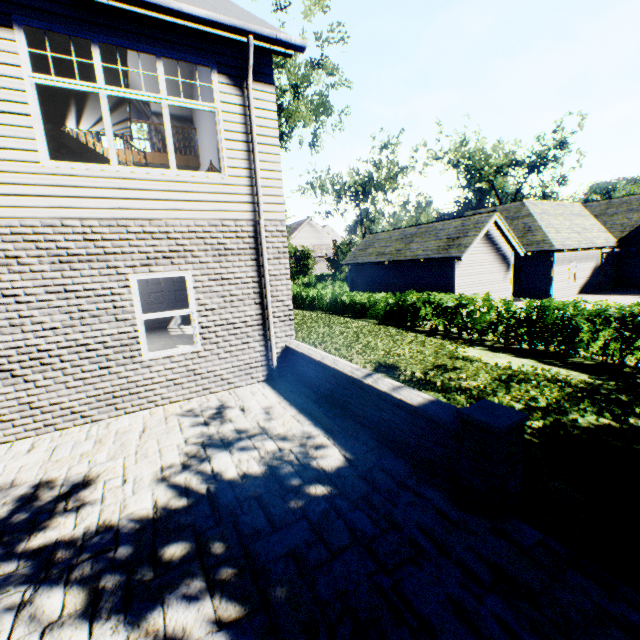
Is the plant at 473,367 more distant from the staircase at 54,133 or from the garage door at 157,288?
the garage door at 157,288

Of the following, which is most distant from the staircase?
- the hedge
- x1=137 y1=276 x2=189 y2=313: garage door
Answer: the hedge

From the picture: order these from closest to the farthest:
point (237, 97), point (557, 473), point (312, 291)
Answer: point (557, 473) → point (237, 97) → point (312, 291)

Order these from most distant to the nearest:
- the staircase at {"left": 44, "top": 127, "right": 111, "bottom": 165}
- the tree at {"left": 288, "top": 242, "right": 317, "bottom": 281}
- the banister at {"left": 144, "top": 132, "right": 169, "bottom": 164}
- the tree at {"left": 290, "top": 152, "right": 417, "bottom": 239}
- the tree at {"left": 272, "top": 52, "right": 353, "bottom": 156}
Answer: the tree at {"left": 288, "top": 242, "right": 317, "bottom": 281}
the tree at {"left": 290, "top": 152, "right": 417, "bottom": 239}
the tree at {"left": 272, "top": 52, "right": 353, "bottom": 156}
the banister at {"left": 144, "top": 132, "right": 169, "bottom": 164}
the staircase at {"left": 44, "top": 127, "right": 111, "bottom": 165}

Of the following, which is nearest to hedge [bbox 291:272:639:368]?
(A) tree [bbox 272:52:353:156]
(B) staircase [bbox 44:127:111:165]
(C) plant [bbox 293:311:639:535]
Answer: (C) plant [bbox 293:311:639:535]

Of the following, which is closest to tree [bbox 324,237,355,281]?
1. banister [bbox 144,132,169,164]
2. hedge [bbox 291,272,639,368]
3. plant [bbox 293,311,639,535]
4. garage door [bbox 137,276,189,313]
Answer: plant [bbox 293,311,639,535]

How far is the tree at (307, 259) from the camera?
36.2 meters

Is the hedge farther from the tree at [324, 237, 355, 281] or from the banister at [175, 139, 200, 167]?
the tree at [324, 237, 355, 281]
